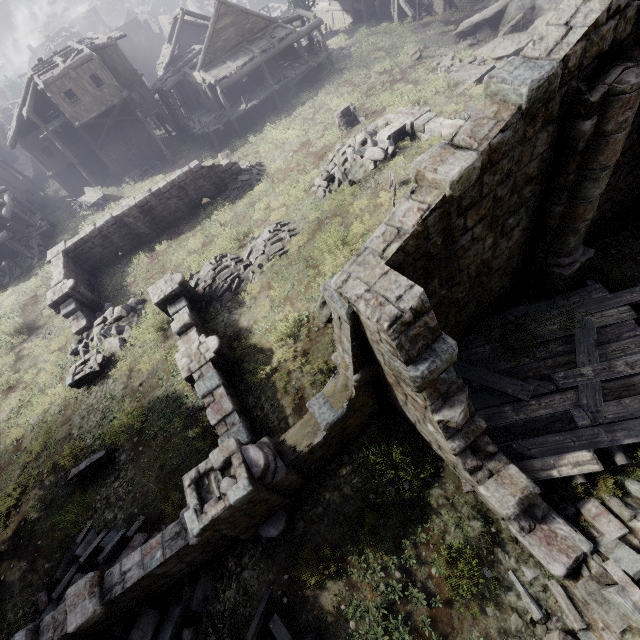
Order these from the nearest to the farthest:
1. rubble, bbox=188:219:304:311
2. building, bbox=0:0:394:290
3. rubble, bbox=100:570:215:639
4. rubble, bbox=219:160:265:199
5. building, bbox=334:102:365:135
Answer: rubble, bbox=100:570:215:639, rubble, bbox=188:219:304:311, building, bbox=334:102:365:135, rubble, bbox=219:160:265:199, building, bbox=0:0:394:290

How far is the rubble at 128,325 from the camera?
15.2 meters

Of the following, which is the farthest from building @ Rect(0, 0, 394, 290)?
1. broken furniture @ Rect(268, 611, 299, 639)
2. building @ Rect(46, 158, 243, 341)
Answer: broken furniture @ Rect(268, 611, 299, 639)

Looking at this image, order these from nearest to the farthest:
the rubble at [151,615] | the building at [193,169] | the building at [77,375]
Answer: the rubble at [151,615], the building at [77,375], the building at [193,169]

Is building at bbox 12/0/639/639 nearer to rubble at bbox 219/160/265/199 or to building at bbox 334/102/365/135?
building at bbox 334/102/365/135

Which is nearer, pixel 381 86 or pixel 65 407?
pixel 65 407

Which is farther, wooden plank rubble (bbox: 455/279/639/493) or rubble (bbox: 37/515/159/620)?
rubble (bbox: 37/515/159/620)

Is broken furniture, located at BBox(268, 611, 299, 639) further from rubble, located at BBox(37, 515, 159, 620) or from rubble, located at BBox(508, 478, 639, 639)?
rubble, located at BBox(508, 478, 639, 639)
